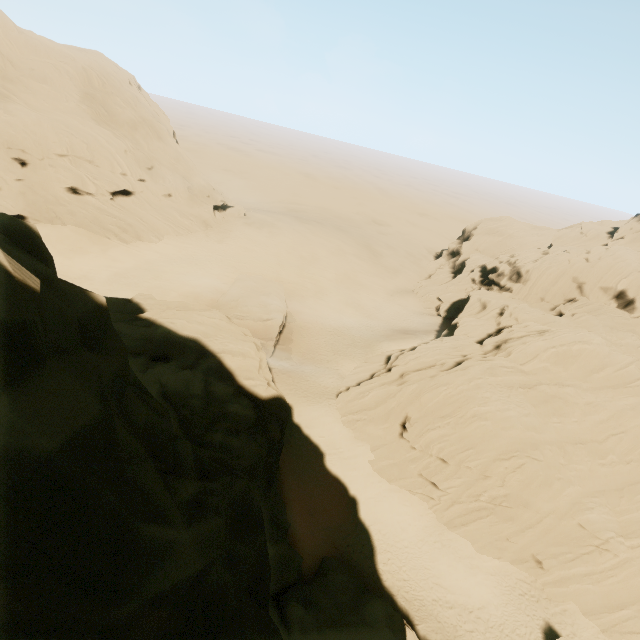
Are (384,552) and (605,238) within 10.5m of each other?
no

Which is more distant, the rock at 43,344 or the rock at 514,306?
the rock at 514,306

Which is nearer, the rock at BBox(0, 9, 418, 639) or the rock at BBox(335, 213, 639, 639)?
the rock at BBox(0, 9, 418, 639)
